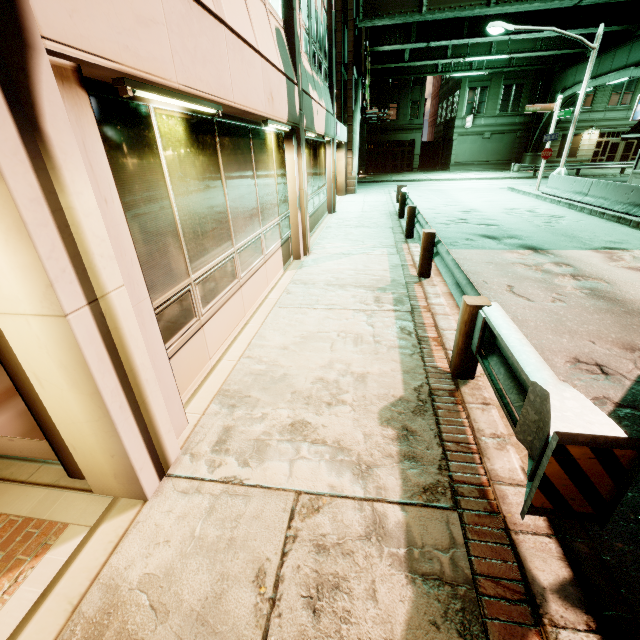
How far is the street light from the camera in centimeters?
1538cm

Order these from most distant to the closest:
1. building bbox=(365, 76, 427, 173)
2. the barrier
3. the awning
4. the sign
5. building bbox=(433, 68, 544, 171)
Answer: building bbox=(365, 76, 427, 173) → building bbox=(433, 68, 544, 171) → the sign → the awning → the barrier

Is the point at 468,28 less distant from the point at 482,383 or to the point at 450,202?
the point at 450,202

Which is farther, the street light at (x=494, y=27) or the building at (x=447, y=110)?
the building at (x=447, y=110)

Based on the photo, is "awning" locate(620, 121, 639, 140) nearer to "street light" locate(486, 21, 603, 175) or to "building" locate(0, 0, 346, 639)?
"street light" locate(486, 21, 603, 175)

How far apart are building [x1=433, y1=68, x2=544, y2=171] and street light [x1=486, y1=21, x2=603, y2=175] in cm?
2153

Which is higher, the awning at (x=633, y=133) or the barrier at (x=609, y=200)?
the awning at (x=633, y=133)

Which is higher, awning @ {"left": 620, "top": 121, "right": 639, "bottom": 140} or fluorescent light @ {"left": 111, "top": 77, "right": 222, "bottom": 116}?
fluorescent light @ {"left": 111, "top": 77, "right": 222, "bottom": 116}
